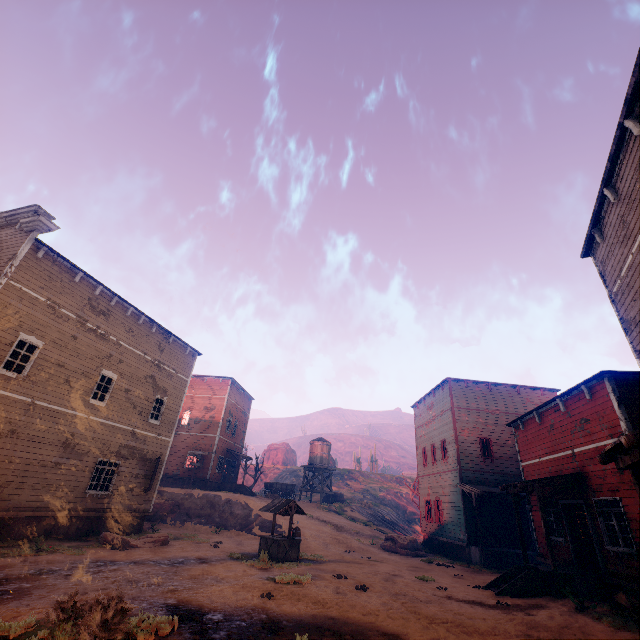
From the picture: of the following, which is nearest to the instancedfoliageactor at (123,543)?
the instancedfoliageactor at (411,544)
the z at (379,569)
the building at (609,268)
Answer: the z at (379,569)

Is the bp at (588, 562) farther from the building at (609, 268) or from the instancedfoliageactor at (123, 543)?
the instancedfoliageactor at (123, 543)

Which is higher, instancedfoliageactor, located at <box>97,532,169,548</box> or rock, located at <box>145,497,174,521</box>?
rock, located at <box>145,497,174,521</box>

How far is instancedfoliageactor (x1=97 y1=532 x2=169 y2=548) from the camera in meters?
13.3 m

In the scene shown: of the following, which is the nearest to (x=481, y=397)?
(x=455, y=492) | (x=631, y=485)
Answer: (x=455, y=492)

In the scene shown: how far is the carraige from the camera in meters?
34.3

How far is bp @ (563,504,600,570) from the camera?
12.3 meters

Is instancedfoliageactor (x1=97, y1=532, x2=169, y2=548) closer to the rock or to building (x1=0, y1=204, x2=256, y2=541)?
building (x1=0, y1=204, x2=256, y2=541)
